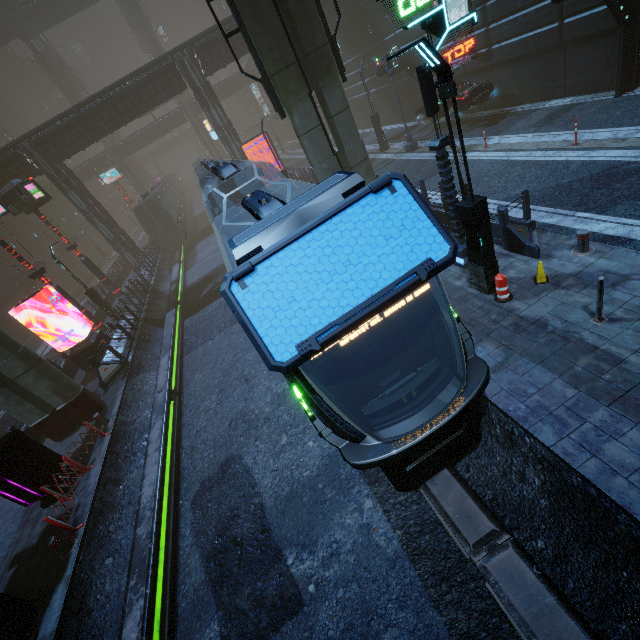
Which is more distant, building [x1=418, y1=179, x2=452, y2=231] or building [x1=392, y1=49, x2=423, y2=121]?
building [x1=392, y1=49, x2=423, y2=121]

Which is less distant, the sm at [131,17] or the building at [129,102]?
the building at [129,102]

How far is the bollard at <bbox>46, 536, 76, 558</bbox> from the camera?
7.9m

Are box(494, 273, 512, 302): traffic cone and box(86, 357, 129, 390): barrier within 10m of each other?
no

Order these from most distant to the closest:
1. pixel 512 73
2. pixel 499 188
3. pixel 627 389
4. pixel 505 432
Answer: pixel 512 73, pixel 499 188, pixel 505 432, pixel 627 389

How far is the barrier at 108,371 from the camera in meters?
14.4

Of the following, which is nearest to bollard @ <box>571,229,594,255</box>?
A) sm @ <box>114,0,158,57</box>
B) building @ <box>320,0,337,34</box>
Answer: building @ <box>320,0,337,34</box>

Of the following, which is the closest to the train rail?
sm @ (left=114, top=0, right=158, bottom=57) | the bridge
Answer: sm @ (left=114, top=0, right=158, bottom=57)
